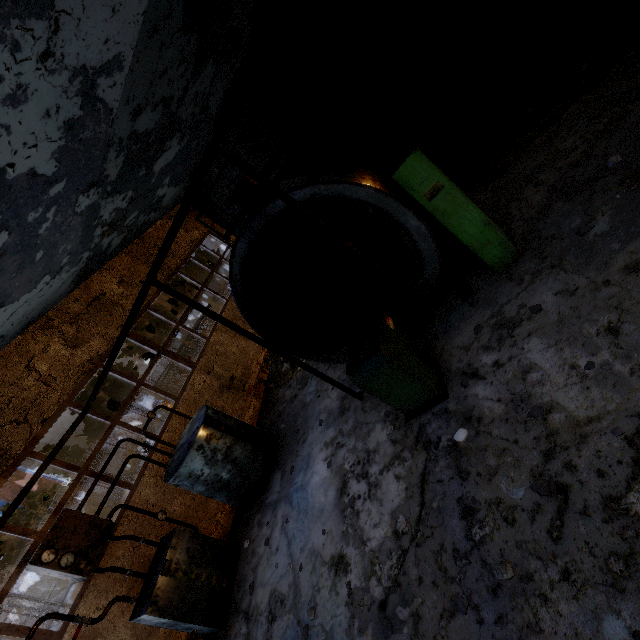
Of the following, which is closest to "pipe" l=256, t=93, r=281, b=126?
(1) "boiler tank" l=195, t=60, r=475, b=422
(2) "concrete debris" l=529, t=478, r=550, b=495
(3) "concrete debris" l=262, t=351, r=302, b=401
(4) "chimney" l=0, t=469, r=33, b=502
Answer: (1) "boiler tank" l=195, t=60, r=475, b=422

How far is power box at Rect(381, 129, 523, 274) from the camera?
4.34m

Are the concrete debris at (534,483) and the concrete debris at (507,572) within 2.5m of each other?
yes

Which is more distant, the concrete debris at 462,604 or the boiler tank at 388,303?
the boiler tank at 388,303

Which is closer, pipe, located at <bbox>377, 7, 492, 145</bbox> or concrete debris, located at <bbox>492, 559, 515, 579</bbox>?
concrete debris, located at <bbox>492, 559, 515, 579</bbox>

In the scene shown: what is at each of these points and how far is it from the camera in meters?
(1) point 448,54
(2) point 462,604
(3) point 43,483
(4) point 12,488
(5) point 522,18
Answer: (1) pipe, 11.2
(2) concrete debris, 3.2
(3) chimney, 54.8
(4) chimney, 52.3
(5) boiler tank, 9.0

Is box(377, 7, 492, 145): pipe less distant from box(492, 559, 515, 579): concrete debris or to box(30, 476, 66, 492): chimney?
box(492, 559, 515, 579): concrete debris

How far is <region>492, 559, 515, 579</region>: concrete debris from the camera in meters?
3.0
